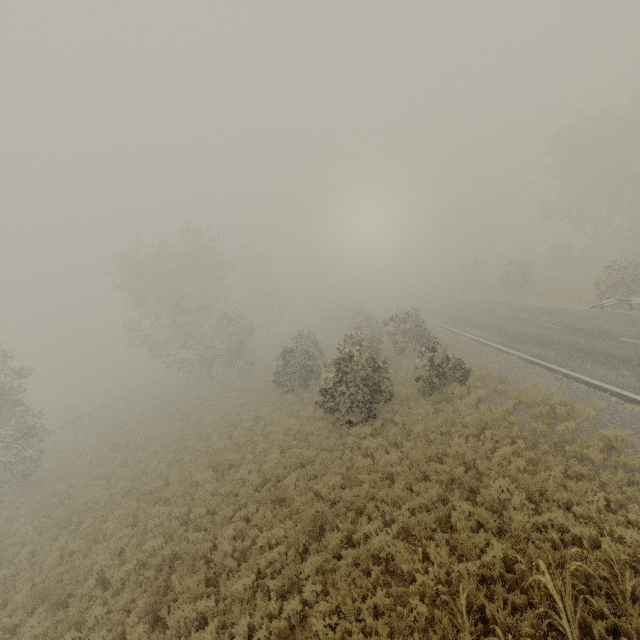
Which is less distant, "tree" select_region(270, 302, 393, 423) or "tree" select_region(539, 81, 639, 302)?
"tree" select_region(270, 302, 393, 423)

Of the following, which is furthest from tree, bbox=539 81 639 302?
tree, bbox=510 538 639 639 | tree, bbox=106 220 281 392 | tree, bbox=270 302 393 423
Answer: tree, bbox=106 220 281 392

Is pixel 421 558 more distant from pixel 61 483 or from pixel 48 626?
pixel 61 483

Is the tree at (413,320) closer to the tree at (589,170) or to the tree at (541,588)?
the tree at (541,588)

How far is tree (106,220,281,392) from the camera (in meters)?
31.81

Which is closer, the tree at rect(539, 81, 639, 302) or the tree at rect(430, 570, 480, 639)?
the tree at rect(430, 570, 480, 639)

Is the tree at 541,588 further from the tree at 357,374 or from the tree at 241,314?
the tree at 241,314

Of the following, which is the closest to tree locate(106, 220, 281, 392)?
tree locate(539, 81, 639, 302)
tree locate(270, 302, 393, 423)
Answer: tree locate(270, 302, 393, 423)
